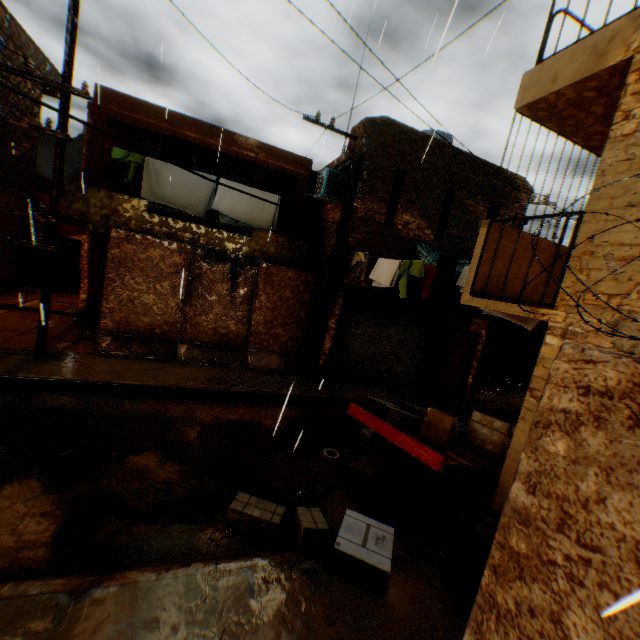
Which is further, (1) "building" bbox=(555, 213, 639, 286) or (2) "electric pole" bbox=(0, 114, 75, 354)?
(2) "electric pole" bbox=(0, 114, 75, 354)

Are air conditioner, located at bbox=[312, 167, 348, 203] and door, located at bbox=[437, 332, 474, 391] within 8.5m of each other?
yes

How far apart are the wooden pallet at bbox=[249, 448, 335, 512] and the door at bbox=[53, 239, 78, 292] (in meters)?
14.21

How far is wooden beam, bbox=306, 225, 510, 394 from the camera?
9.8 meters

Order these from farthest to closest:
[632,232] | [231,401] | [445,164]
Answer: [445,164], [231,401], [632,232]

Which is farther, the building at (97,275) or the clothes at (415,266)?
the building at (97,275)

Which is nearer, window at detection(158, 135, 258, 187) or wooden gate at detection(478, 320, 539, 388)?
window at detection(158, 135, 258, 187)

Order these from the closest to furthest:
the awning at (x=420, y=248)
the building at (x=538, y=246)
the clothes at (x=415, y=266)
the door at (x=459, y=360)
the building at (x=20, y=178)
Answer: the building at (x=538, y=246), the clothes at (x=415, y=266), the awning at (x=420, y=248), the building at (x=20, y=178), the door at (x=459, y=360)
